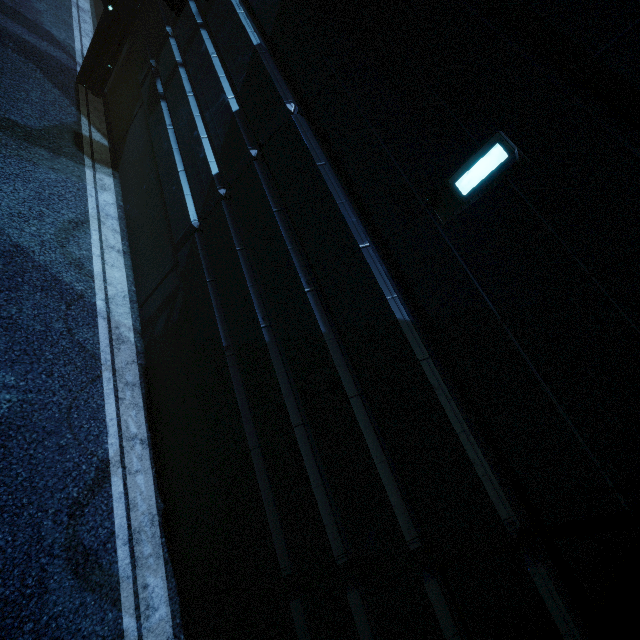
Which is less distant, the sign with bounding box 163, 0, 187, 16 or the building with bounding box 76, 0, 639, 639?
the building with bounding box 76, 0, 639, 639

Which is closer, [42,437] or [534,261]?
[534,261]

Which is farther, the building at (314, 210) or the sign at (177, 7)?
the sign at (177, 7)
